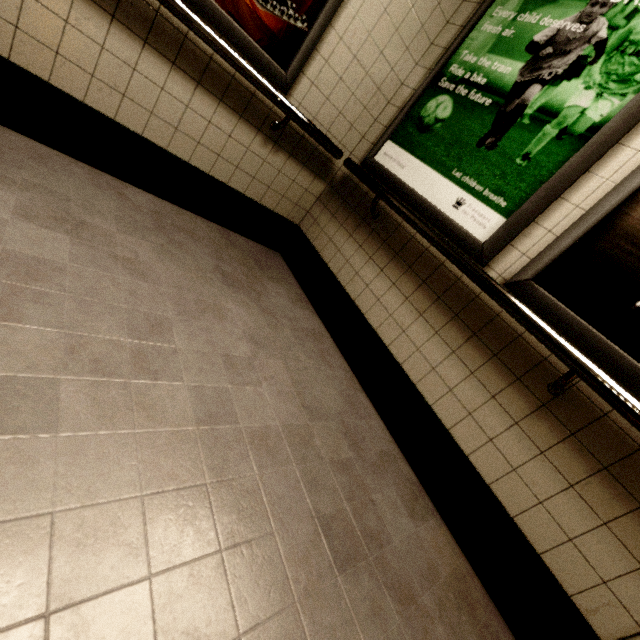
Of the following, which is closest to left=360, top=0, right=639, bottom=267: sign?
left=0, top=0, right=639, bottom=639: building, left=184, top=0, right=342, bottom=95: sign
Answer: left=0, top=0, right=639, bottom=639: building

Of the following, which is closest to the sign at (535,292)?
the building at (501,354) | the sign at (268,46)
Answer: the building at (501,354)

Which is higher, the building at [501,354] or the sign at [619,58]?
the sign at [619,58]

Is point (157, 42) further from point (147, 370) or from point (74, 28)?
point (147, 370)

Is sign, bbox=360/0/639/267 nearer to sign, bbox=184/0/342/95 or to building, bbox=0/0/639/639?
building, bbox=0/0/639/639

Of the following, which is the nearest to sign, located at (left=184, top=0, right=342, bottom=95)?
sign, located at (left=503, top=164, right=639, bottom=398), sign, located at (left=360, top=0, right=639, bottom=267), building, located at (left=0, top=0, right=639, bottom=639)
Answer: building, located at (left=0, top=0, right=639, bottom=639)

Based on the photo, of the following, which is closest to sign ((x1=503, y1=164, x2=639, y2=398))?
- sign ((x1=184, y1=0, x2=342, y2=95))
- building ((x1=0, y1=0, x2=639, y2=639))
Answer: building ((x1=0, y1=0, x2=639, y2=639))

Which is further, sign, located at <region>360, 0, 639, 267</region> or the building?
sign, located at <region>360, 0, 639, 267</region>
